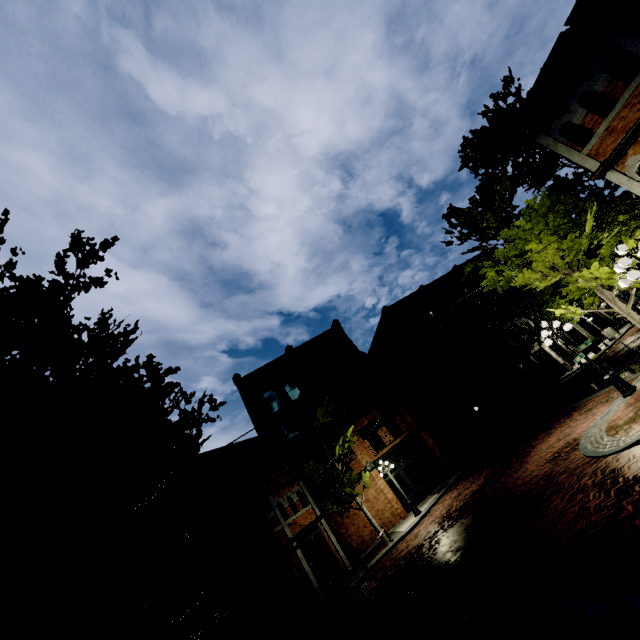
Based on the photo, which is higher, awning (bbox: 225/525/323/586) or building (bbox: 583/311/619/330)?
awning (bbox: 225/525/323/586)

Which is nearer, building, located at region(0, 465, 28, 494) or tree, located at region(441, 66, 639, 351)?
building, located at region(0, 465, 28, 494)

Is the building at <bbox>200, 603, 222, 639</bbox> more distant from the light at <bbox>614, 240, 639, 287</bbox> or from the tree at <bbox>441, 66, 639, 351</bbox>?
the light at <bbox>614, 240, 639, 287</bbox>

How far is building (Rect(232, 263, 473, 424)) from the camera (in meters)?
26.05

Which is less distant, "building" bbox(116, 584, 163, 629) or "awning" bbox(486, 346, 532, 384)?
"building" bbox(116, 584, 163, 629)

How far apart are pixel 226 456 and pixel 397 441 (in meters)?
12.74

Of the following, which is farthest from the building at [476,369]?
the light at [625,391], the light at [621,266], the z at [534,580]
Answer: the light at [621,266]

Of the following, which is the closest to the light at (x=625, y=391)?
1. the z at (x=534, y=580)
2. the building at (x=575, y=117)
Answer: the z at (x=534, y=580)
